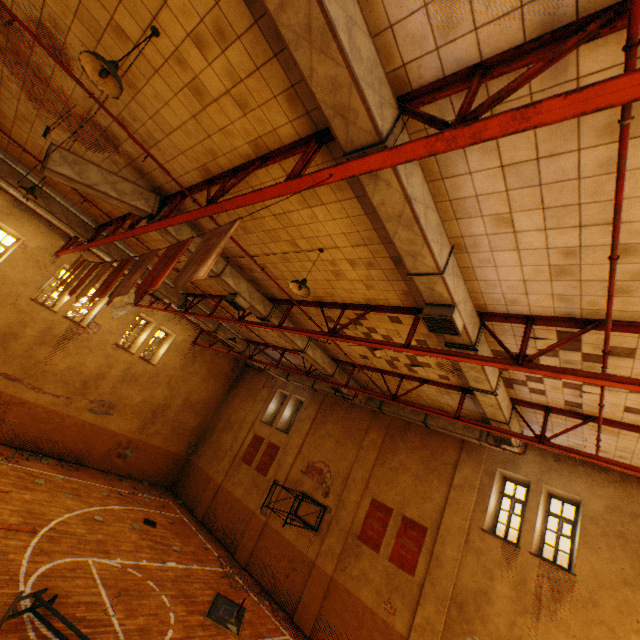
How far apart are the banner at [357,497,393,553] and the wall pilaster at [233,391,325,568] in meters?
4.3

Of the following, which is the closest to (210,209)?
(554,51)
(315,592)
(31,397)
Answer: (554,51)

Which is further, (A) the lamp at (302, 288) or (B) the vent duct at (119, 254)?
(B) the vent duct at (119, 254)

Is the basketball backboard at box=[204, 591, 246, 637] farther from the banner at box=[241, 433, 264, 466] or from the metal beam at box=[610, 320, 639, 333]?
the metal beam at box=[610, 320, 639, 333]

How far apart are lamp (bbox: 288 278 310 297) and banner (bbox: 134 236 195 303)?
1.9 meters

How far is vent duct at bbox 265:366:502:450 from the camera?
11.2 meters

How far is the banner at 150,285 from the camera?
4.51m

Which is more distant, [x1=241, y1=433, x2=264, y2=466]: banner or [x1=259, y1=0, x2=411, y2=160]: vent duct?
[x1=241, y1=433, x2=264, y2=466]: banner
